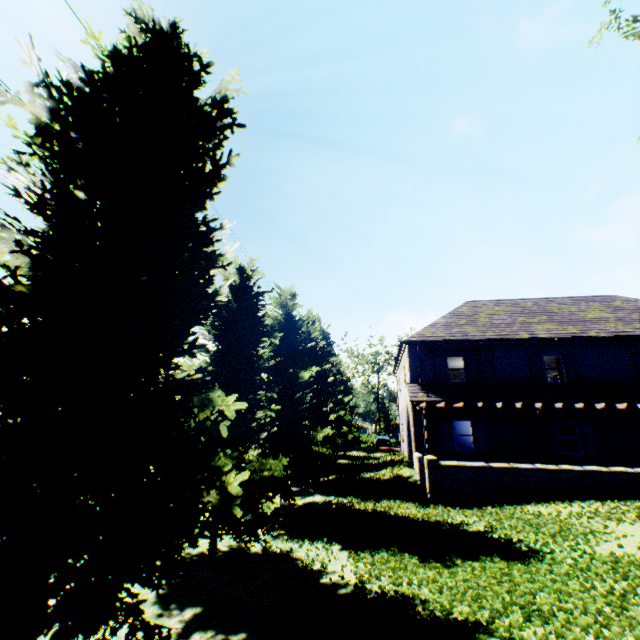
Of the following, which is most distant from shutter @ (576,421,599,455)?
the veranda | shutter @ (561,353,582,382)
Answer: shutter @ (561,353,582,382)

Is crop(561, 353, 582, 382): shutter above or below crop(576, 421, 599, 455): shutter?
above

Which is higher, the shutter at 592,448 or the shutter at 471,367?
the shutter at 471,367

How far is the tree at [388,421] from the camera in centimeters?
5788cm

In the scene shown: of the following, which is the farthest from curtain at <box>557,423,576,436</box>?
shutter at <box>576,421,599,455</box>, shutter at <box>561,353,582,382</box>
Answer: shutter at <box>561,353,582,382</box>

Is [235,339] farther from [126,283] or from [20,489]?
[20,489]

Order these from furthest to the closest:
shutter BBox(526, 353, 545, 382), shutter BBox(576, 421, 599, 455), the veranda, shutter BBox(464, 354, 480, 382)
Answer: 1. shutter BBox(464, 354, 480, 382)
2. shutter BBox(526, 353, 545, 382)
3. shutter BBox(576, 421, 599, 455)
4. the veranda

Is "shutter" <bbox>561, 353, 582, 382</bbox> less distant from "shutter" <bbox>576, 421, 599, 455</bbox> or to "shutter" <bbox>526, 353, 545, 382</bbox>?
"shutter" <bbox>526, 353, 545, 382</bbox>
